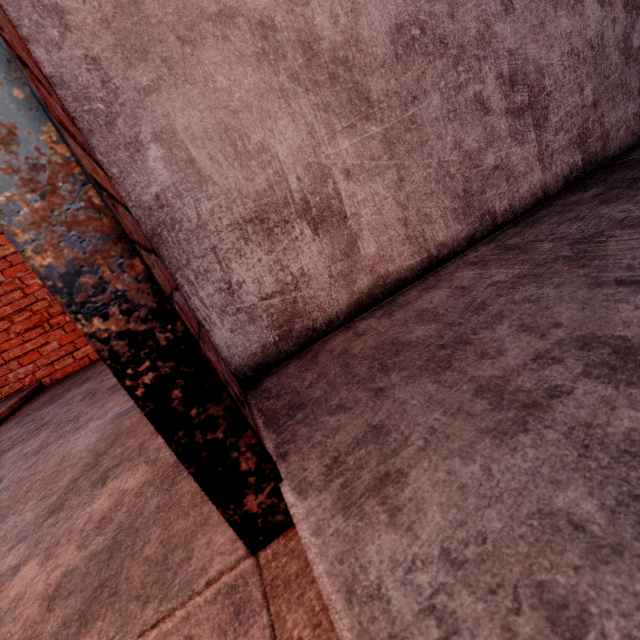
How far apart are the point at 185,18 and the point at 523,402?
1.2 meters
